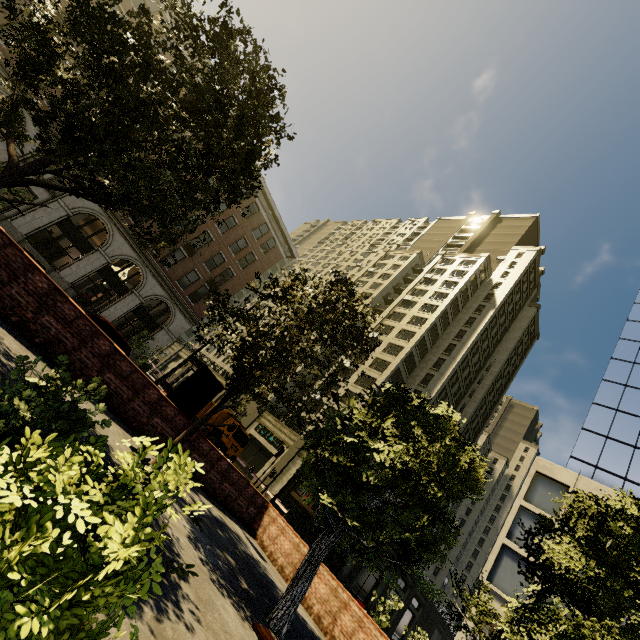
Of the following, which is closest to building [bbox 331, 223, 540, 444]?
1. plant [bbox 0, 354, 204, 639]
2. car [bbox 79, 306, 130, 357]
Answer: car [bbox 79, 306, 130, 357]

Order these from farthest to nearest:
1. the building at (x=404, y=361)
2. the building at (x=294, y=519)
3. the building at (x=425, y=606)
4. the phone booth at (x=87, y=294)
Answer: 1. the building at (x=404, y=361)
2. the building at (x=425, y=606)
3. the building at (x=294, y=519)
4. the phone booth at (x=87, y=294)

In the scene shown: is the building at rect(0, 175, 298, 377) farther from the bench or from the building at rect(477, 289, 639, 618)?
the bench

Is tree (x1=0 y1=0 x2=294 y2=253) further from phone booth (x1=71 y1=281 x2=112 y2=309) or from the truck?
the truck

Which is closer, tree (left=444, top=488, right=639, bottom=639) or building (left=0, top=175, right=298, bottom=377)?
tree (left=444, top=488, right=639, bottom=639)

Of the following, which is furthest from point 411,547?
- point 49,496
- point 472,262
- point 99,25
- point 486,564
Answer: point 472,262

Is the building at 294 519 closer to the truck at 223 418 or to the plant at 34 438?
the truck at 223 418

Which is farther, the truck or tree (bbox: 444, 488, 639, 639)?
the truck
